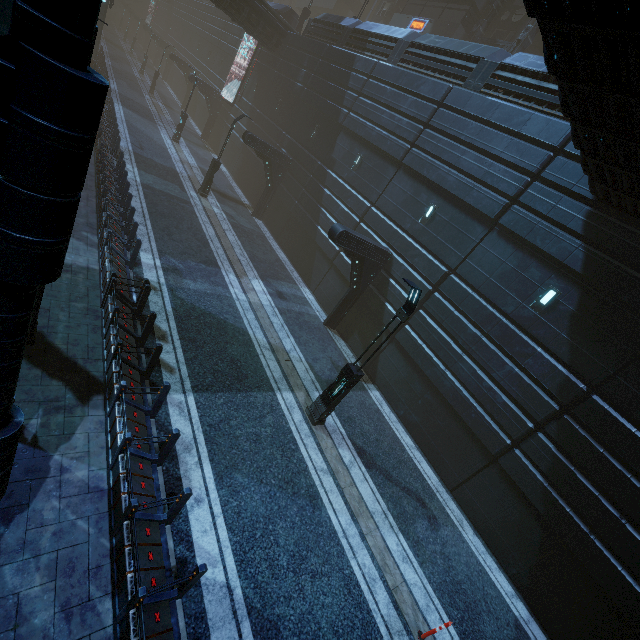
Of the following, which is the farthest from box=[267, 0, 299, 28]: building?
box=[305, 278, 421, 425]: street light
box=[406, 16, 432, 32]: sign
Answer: Result: box=[305, 278, 421, 425]: street light

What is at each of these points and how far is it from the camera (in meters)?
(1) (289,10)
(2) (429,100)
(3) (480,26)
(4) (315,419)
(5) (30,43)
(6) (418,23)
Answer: (1) building, 28.48
(2) building, 14.91
(3) building structure, 25.12
(4) street light, 10.45
(5) building, 1.42
(6) sign, 28.27

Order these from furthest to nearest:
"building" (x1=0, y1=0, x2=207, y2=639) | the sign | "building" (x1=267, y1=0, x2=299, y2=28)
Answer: "building" (x1=267, y1=0, x2=299, y2=28), the sign, "building" (x1=0, y1=0, x2=207, y2=639)

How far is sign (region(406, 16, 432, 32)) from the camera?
27.66m

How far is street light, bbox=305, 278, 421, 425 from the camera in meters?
8.5

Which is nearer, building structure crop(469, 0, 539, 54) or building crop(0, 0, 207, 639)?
building crop(0, 0, 207, 639)

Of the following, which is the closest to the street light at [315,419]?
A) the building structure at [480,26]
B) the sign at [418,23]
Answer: the building structure at [480,26]

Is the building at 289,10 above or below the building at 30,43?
above
